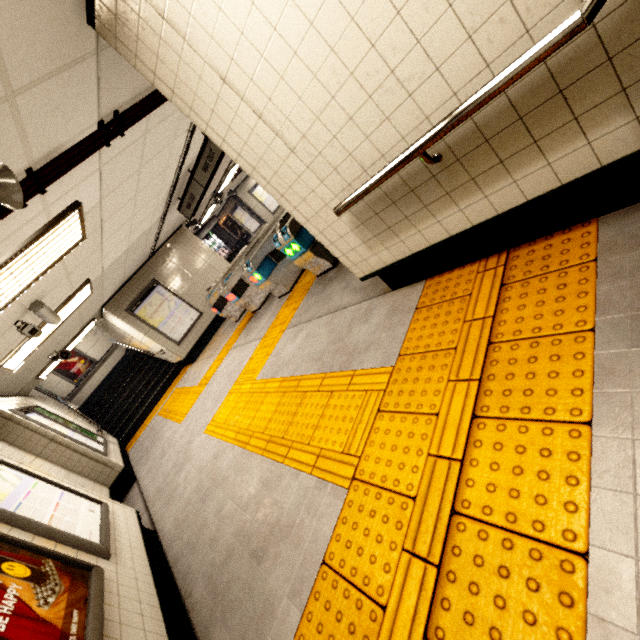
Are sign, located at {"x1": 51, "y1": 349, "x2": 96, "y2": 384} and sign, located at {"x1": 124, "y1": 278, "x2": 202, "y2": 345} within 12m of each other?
yes

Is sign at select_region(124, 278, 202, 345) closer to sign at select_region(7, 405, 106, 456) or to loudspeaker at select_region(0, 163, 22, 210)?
sign at select_region(7, 405, 106, 456)

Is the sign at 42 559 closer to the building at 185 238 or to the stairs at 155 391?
the building at 185 238

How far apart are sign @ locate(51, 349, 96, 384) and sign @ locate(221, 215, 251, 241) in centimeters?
1008cm

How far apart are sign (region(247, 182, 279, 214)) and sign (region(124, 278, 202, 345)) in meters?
9.6

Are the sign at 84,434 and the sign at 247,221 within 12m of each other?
no

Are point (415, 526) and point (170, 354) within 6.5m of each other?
no

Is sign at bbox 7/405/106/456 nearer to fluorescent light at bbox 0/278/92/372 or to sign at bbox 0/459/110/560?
fluorescent light at bbox 0/278/92/372
